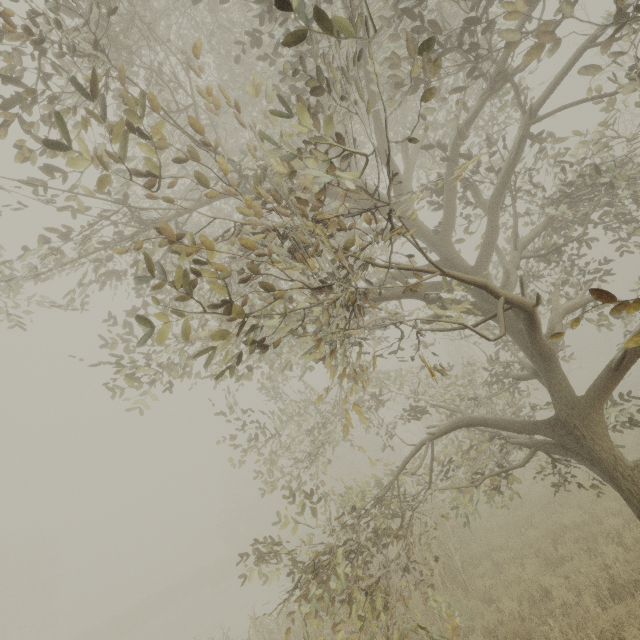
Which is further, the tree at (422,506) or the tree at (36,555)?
the tree at (36,555)

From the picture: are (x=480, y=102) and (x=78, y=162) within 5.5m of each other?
no

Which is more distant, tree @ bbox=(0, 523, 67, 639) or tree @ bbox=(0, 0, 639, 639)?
tree @ bbox=(0, 523, 67, 639)
